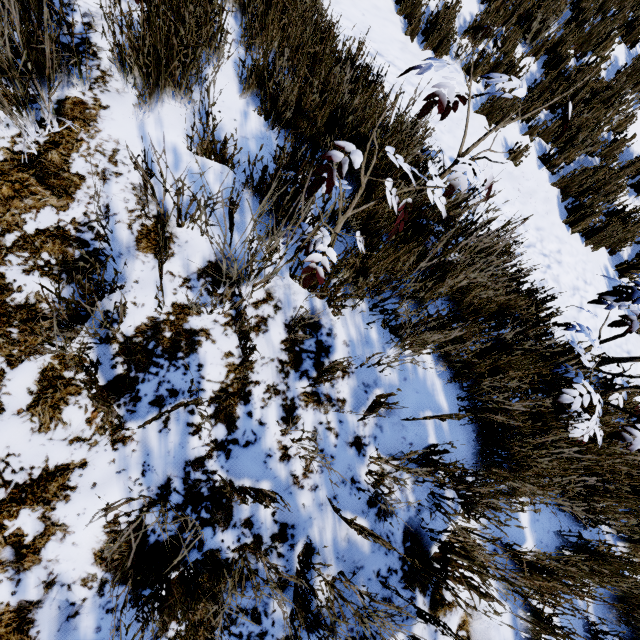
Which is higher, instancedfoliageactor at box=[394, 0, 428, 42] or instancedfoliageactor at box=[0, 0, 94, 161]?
instancedfoliageactor at box=[0, 0, 94, 161]

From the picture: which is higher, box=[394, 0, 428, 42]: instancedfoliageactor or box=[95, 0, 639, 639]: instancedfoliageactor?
box=[95, 0, 639, 639]: instancedfoliageactor

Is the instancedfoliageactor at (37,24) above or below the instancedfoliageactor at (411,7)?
above

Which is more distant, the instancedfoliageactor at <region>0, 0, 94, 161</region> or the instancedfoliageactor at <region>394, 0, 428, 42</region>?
the instancedfoliageactor at <region>394, 0, 428, 42</region>

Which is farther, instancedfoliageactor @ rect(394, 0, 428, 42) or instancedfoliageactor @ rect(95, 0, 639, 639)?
instancedfoliageactor @ rect(394, 0, 428, 42)

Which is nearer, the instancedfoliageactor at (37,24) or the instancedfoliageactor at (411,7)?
the instancedfoliageactor at (37,24)

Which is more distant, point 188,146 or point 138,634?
point 188,146
